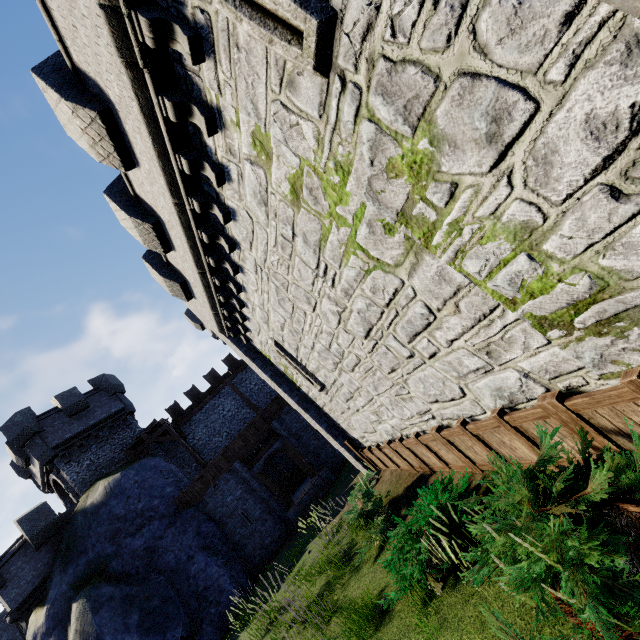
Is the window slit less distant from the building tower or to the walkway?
the walkway

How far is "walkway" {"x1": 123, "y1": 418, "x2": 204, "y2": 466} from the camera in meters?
21.2 m

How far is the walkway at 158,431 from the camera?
21.2m

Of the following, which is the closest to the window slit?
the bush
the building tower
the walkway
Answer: the bush

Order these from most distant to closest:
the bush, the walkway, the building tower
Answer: the walkway, the building tower, the bush

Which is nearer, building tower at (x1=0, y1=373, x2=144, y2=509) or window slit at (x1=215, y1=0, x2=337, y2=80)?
window slit at (x1=215, y1=0, x2=337, y2=80)

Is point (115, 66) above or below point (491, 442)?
above

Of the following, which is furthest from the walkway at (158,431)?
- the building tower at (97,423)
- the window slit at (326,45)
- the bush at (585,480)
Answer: the window slit at (326,45)
